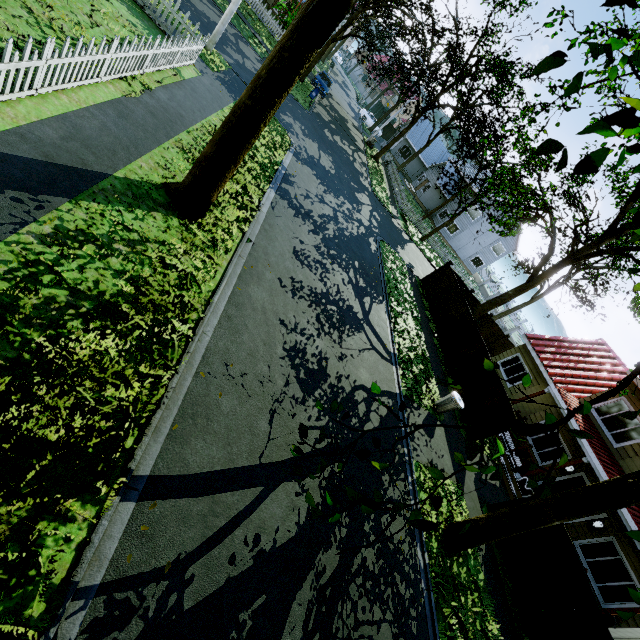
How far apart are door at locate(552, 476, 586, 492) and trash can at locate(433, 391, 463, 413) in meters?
6.9 m

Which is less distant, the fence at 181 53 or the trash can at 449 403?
the fence at 181 53

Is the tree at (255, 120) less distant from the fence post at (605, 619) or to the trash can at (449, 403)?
the fence post at (605, 619)

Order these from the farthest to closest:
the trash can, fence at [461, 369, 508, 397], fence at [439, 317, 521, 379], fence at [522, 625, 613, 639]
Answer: fence at [439, 317, 521, 379] < fence at [461, 369, 508, 397] < the trash can < fence at [522, 625, 613, 639]

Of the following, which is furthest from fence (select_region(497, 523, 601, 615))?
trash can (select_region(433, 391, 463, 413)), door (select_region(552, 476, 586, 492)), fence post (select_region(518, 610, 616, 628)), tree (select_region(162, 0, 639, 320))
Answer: door (select_region(552, 476, 586, 492))

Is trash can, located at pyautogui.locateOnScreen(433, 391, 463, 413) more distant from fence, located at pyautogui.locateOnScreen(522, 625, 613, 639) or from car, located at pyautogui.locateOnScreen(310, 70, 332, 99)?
car, located at pyautogui.locateOnScreen(310, 70, 332, 99)

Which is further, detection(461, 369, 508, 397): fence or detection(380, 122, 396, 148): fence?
detection(380, 122, 396, 148): fence

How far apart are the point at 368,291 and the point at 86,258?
10.4m
